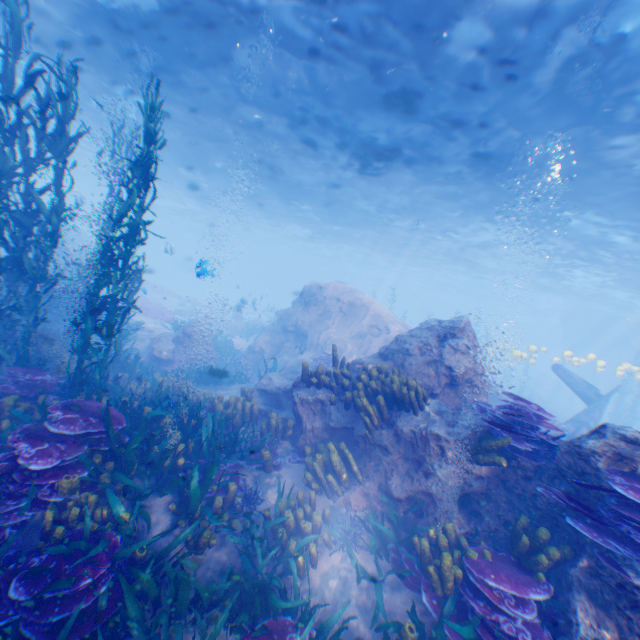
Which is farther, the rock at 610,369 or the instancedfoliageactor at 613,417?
the rock at 610,369

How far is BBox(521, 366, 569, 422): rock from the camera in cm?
2722

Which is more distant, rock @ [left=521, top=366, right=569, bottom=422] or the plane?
rock @ [left=521, top=366, right=569, bottom=422]

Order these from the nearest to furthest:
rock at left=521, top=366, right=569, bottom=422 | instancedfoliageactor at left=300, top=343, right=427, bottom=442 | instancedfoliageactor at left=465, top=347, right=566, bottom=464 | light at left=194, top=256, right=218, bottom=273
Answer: instancedfoliageactor at left=465, top=347, right=566, bottom=464, light at left=194, top=256, right=218, bottom=273, instancedfoliageactor at left=300, top=343, right=427, bottom=442, rock at left=521, top=366, right=569, bottom=422

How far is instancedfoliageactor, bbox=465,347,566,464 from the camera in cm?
491

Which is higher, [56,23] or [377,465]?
[56,23]

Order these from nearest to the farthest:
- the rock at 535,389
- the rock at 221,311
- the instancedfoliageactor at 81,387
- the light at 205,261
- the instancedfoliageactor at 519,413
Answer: the instancedfoliageactor at 81,387, the instancedfoliageactor at 519,413, the light at 205,261, the rock at 535,389, the rock at 221,311

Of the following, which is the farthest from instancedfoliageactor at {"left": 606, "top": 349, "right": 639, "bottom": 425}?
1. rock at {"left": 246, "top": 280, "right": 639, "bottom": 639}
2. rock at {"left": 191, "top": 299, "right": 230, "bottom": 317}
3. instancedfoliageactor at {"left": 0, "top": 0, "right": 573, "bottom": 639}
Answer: rock at {"left": 191, "top": 299, "right": 230, "bottom": 317}
